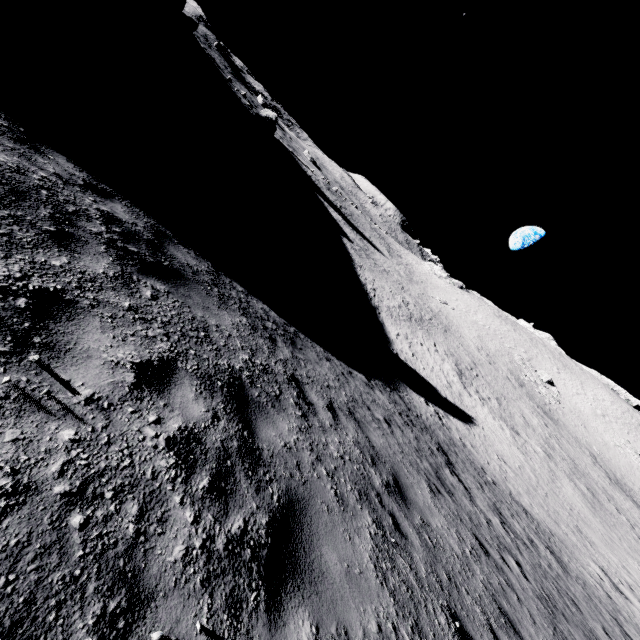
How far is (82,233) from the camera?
4.0 meters

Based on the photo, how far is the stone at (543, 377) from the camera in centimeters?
5019cm

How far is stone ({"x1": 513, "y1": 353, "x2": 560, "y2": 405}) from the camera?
50.2 meters
